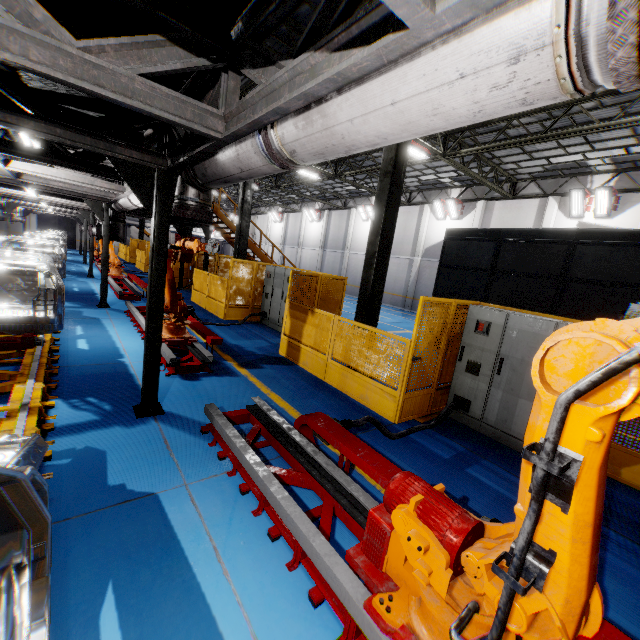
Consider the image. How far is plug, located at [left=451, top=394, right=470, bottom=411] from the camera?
5.8m

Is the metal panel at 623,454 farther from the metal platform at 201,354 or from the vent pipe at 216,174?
the vent pipe at 216,174

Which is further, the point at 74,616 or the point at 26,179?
the point at 26,179

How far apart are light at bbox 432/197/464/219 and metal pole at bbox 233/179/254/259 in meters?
13.6 m

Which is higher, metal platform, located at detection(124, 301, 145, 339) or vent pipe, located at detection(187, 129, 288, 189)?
vent pipe, located at detection(187, 129, 288, 189)

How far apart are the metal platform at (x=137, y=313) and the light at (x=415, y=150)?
10.53m

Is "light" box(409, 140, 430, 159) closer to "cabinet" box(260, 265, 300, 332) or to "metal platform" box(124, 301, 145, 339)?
"cabinet" box(260, 265, 300, 332)

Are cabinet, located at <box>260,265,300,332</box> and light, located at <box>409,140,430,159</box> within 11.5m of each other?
yes
